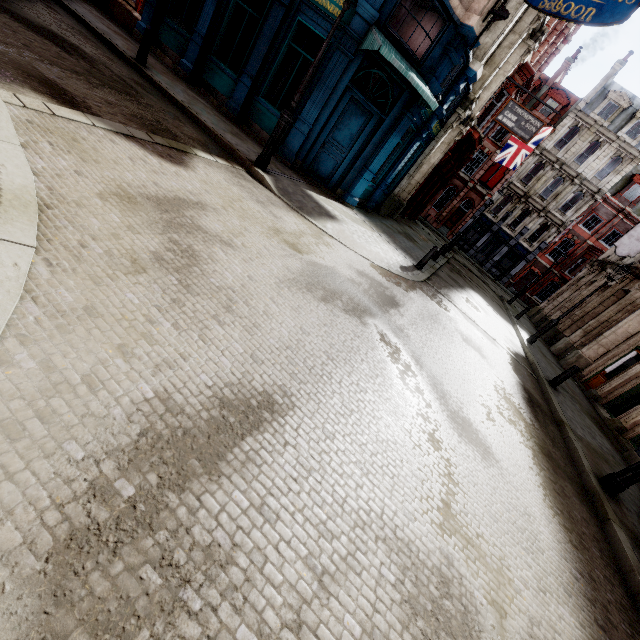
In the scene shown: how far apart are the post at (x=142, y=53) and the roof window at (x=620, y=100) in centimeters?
4096cm

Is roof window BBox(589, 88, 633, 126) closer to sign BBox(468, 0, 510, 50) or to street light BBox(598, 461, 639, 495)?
sign BBox(468, 0, 510, 50)

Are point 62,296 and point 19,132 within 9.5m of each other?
yes

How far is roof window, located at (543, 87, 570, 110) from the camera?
32.4 meters

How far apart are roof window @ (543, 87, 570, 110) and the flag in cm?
1740

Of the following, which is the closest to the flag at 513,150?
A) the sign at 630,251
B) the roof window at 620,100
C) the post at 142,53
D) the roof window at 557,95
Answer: the sign at 630,251

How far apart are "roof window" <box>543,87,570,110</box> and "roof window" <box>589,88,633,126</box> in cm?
211

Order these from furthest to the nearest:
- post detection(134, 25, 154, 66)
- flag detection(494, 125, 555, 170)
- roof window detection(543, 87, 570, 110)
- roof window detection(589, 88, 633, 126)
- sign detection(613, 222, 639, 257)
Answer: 1. roof window detection(543, 87, 570, 110)
2. roof window detection(589, 88, 633, 126)
3. flag detection(494, 125, 555, 170)
4. sign detection(613, 222, 639, 257)
5. post detection(134, 25, 154, 66)
